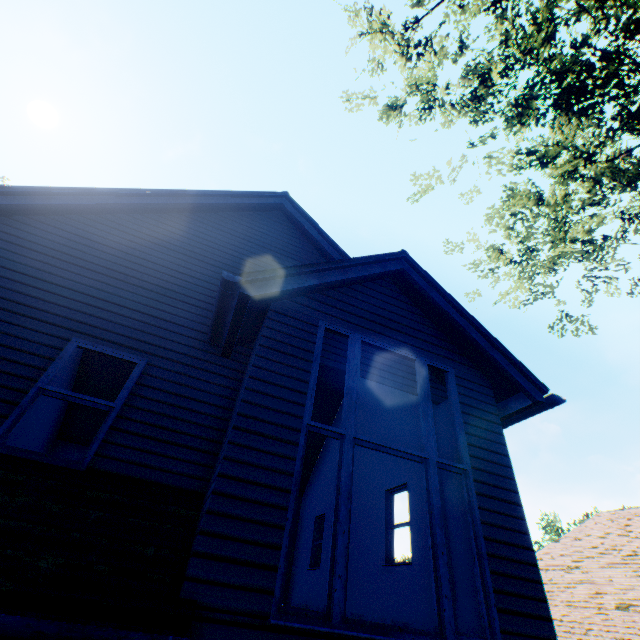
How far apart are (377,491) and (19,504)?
7.61m
